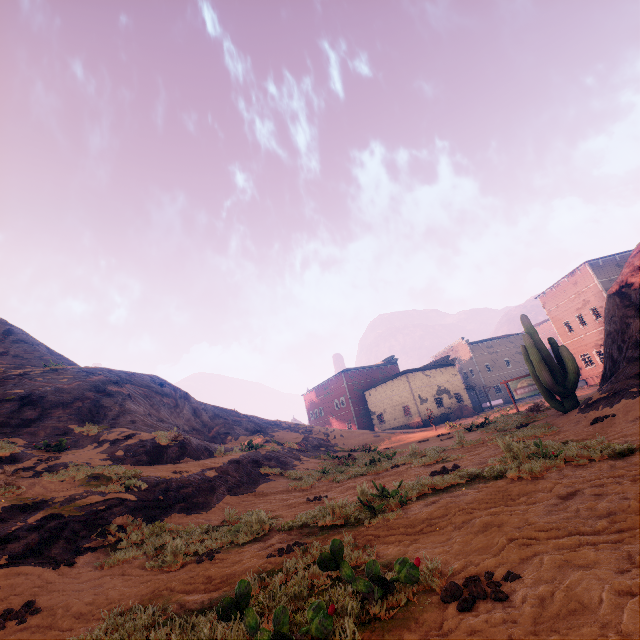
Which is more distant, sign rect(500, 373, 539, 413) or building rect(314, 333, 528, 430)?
building rect(314, 333, 528, 430)

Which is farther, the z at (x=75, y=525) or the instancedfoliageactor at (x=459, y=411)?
the instancedfoliageactor at (x=459, y=411)

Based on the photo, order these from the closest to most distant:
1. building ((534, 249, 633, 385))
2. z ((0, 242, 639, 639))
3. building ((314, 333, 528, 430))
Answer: z ((0, 242, 639, 639)), building ((534, 249, 633, 385)), building ((314, 333, 528, 430))

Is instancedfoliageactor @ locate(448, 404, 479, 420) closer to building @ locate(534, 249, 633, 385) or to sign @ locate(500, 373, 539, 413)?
building @ locate(534, 249, 633, 385)

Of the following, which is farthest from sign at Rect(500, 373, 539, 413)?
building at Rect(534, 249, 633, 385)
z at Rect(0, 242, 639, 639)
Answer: building at Rect(534, 249, 633, 385)

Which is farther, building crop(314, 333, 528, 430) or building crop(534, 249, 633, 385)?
building crop(314, 333, 528, 430)

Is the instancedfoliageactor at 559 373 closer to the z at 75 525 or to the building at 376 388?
the z at 75 525

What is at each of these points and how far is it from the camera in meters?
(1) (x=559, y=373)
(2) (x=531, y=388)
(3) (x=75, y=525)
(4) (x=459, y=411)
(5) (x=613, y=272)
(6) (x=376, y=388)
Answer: (1) instancedfoliageactor, 12.4
(2) sign, 20.3
(3) z, 6.9
(4) instancedfoliageactor, 40.4
(5) building, 30.5
(6) building, 47.8
